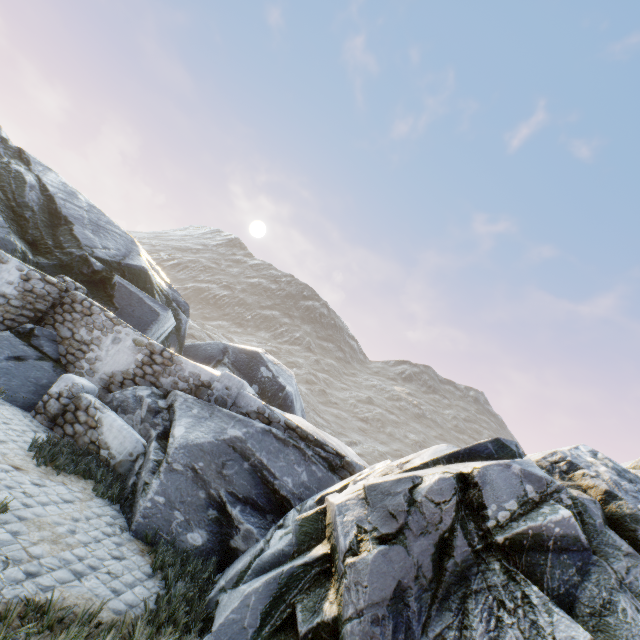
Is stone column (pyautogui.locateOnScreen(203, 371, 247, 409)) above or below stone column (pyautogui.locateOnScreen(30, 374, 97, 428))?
above

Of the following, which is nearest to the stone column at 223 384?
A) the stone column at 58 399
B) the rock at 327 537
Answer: the rock at 327 537

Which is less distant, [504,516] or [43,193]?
→ [504,516]

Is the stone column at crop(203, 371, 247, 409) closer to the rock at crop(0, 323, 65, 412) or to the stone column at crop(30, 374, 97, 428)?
the rock at crop(0, 323, 65, 412)

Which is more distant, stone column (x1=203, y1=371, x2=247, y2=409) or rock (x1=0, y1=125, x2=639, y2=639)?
stone column (x1=203, y1=371, x2=247, y2=409)

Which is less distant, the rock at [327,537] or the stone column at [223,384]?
the rock at [327,537]

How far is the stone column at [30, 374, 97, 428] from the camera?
7.7m

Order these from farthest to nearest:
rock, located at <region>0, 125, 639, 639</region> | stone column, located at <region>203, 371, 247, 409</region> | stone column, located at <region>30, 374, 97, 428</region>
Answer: stone column, located at <region>203, 371, 247, 409</region>
stone column, located at <region>30, 374, 97, 428</region>
rock, located at <region>0, 125, 639, 639</region>
